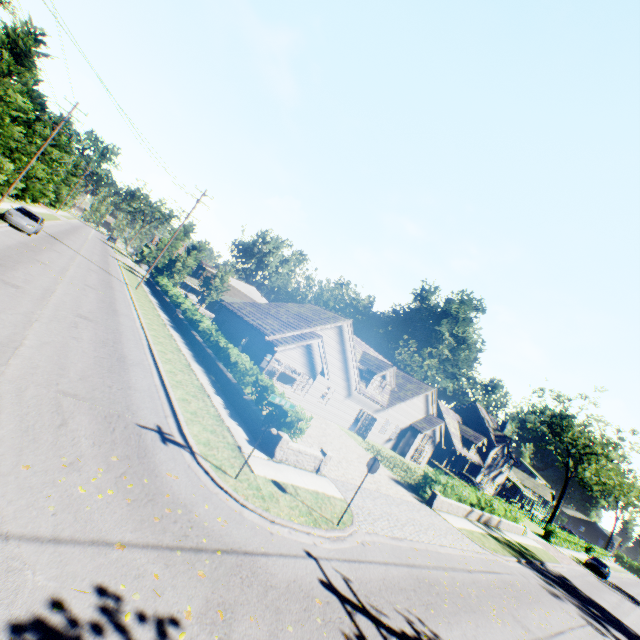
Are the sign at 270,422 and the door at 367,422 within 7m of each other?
no

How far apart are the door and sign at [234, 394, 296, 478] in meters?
21.3

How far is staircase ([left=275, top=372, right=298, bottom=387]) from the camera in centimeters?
2654cm

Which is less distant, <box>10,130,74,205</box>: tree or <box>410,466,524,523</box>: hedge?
<box>410,466,524,523</box>: hedge

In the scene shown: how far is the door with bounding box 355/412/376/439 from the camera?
28.66m

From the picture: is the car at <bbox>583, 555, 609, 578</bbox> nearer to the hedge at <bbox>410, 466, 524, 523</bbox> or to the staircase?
the hedge at <bbox>410, 466, 524, 523</bbox>

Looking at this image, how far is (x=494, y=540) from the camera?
21.0 meters

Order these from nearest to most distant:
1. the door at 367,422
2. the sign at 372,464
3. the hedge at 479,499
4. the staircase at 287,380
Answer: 1. the sign at 372,464
2. the hedge at 479,499
3. the staircase at 287,380
4. the door at 367,422
